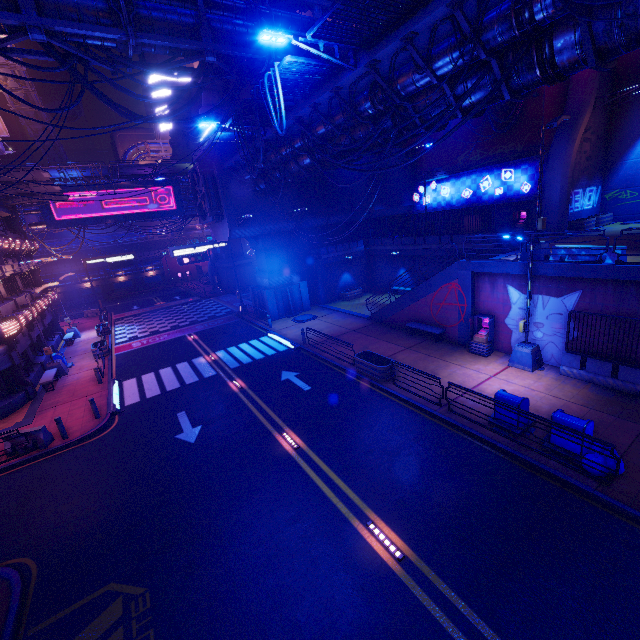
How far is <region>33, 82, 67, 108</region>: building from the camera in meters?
56.5 m

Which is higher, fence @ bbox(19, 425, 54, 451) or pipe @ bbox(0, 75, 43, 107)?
pipe @ bbox(0, 75, 43, 107)

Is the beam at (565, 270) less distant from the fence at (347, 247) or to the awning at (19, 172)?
the fence at (347, 247)

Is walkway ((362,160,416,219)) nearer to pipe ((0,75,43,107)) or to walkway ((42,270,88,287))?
pipe ((0,75,43,107))

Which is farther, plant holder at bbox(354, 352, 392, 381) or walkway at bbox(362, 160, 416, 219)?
walkway at bbox(362, 160, 416, 219)

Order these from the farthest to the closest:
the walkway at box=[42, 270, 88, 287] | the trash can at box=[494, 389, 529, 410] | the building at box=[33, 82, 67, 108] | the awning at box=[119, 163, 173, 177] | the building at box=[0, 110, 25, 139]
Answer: the building at box=[33, 82, 67, 108] < the building at box=[0, 110, 25, 139] < the walkway at box=[42, 270, 88, 287] < the awning at box=[119, 163, 173, 177] < the trash can at box=[494, 389, 529, 410]

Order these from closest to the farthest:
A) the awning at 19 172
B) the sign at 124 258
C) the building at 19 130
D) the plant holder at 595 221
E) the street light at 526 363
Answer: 1. the street light at 526 363
2. the awning at 19 172
3. the plant holder at 595 221
4. the sign at 124 258
5. the building at 19 130

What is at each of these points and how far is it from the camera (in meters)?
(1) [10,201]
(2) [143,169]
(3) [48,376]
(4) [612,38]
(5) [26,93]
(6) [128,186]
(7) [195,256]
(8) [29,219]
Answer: (1) awning, 26.08
(2) awning, 35.34
(3) bench, 19.91
(4) walkway, 7.16
(5) pipe, 34.97
(6) sign, 36.28
(7) sign, 28.31
(8) pipe, 33.25
